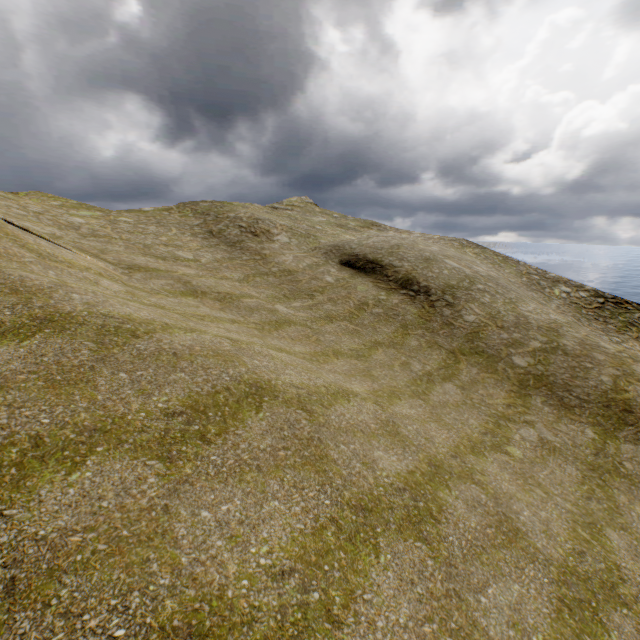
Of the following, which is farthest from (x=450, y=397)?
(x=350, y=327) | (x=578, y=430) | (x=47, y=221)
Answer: (x=47, y=221)
